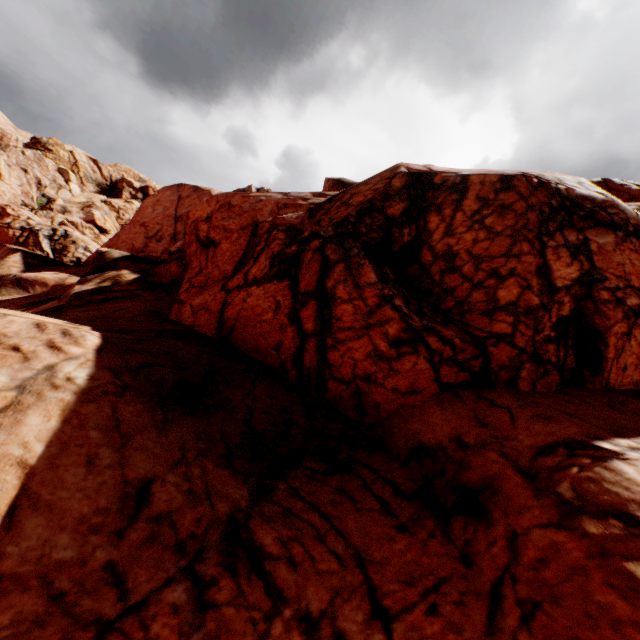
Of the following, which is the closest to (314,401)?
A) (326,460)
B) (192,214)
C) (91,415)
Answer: (326,460)
